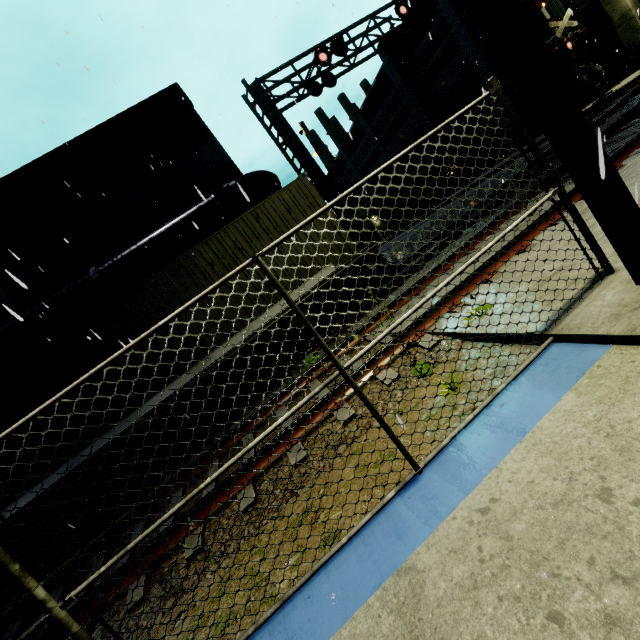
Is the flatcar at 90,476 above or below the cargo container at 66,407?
below

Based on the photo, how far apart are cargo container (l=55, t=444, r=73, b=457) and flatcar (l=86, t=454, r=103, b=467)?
0.0 meters

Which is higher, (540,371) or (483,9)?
(483,9)

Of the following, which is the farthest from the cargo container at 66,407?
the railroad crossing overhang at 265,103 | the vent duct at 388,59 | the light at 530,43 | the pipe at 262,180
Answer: the vent duct at 388,59

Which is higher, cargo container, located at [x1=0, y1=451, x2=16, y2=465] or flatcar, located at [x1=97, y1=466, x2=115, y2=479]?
cargo container, located at [x1=0, y1=451, x2=16, y2=465]

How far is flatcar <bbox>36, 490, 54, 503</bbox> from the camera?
7.1m
